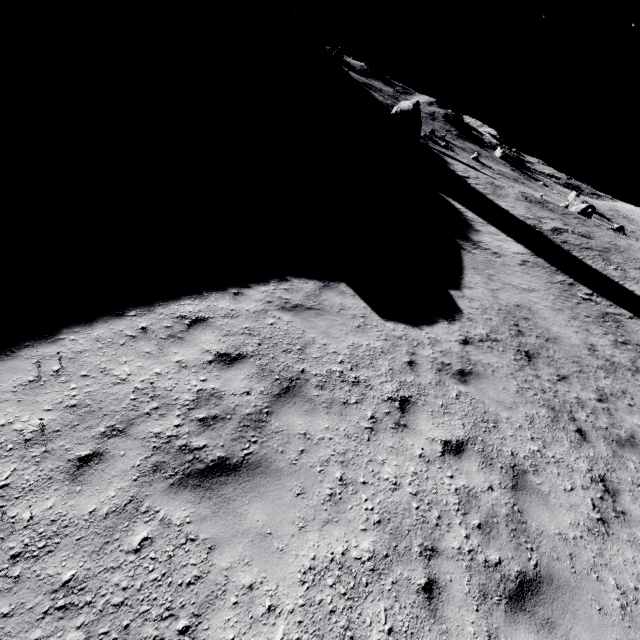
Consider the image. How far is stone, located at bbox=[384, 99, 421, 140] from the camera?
38.28m

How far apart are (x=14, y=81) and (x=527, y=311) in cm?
2273

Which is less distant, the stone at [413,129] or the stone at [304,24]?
the stone at [413,129]

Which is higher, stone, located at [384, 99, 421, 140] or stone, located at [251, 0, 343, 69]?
stone, located at [251, 0, 343, 69]

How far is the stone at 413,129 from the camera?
38.28m

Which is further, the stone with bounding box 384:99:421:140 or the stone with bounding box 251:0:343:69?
the stone with bounding box 251:0:343:69
